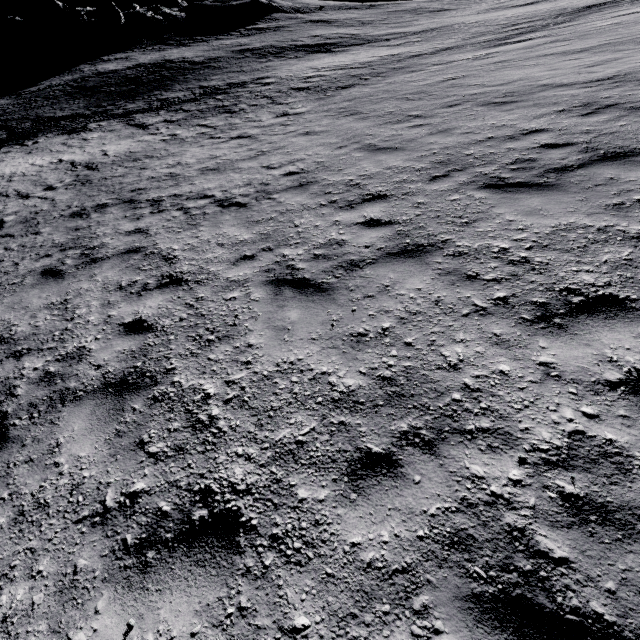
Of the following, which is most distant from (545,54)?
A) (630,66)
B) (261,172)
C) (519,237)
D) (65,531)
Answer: (65,531)
